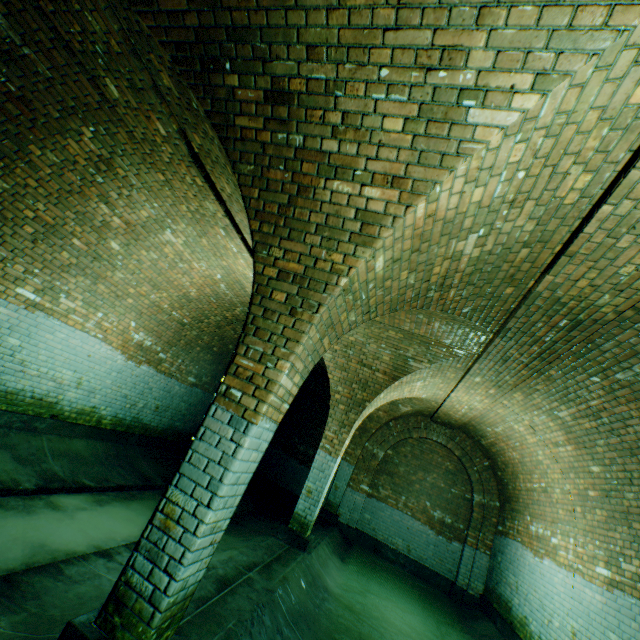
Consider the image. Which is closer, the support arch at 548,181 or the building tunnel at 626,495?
the support arch at 548,181

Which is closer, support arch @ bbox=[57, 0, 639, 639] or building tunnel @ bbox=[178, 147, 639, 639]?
support arch @ bbox=[57, 0, 639, 639]

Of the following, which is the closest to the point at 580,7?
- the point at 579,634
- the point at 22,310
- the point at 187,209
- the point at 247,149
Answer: the point at 247,149
